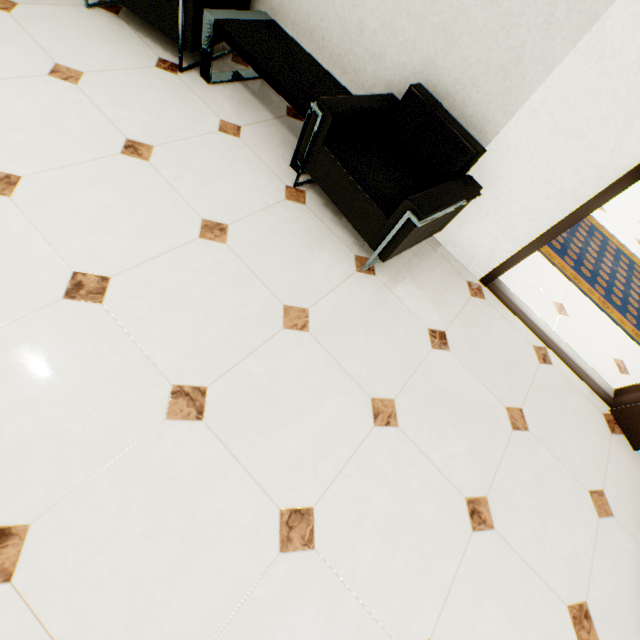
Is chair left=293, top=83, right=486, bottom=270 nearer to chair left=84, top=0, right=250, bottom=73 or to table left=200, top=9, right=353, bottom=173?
table left=200, top=9, right=353, bottom=173

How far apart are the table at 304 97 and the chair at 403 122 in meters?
0.1 m

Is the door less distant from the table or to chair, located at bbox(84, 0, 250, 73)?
the table

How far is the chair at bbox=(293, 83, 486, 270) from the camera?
2.0 meters

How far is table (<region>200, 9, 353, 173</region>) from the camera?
2.24m

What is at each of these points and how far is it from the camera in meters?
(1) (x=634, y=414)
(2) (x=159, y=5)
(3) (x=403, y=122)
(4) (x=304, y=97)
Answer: (1) door, 2.5
(2) chair, 2.3
(3) chair, 2.3
(4) table, 2.2

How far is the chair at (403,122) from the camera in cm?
200

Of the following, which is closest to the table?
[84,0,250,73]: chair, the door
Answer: [84,0,250,73]: chair
